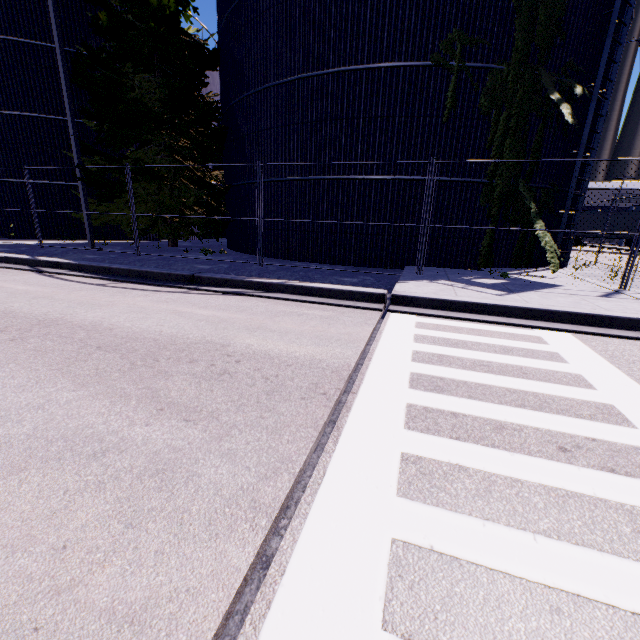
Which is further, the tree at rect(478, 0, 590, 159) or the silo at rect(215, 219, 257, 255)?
the silo at rect(215, 219, 257, 255)

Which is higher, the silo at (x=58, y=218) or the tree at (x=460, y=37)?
the tree at (x=460, y=37)

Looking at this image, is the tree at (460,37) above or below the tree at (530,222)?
above

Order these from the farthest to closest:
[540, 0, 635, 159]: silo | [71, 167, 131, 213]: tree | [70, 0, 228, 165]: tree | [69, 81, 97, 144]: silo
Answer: [69, 81, 97, 144]: silo
[71, 167, 131, 213]: tree
[70, 0, 228, 165]: tree
[540, 0, 635, 159]: silo

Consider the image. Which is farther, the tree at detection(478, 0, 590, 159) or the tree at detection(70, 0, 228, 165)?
the tree at detection(70, 0, 228, 165)

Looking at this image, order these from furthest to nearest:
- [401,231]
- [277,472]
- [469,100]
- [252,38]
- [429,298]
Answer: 1. [252,38]
2. [401,231]
3. [469,100]
4. [429,298]
5. [277,472]

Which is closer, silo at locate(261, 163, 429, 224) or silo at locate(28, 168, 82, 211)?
silo at locate(261, 163, 429, 224)
